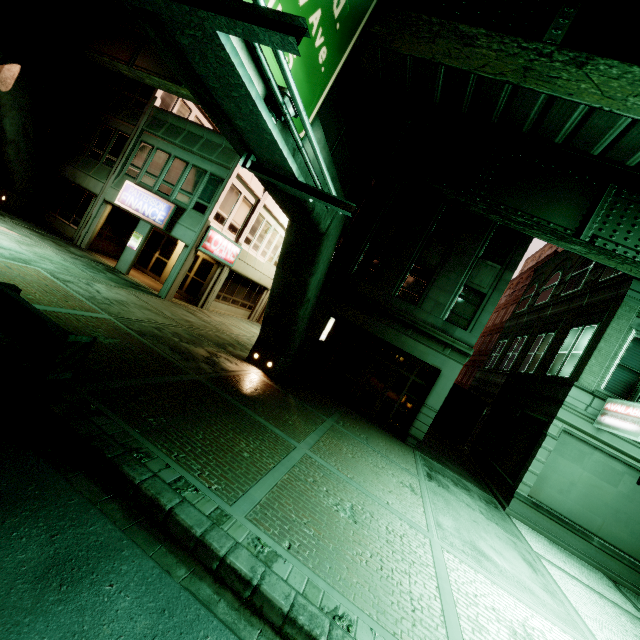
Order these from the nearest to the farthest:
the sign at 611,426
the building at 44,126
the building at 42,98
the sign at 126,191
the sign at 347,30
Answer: the sign at 347,30
the sign at 611,426
the sign at 126,191
the building at 42,98
the building at 44,126

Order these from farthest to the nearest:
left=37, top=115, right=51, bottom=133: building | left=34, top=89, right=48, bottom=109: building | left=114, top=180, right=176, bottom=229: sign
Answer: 1. left=37, top=115, right=51, bottom=133: building
2. left=34, top=89, right=48, bottom=109: building
3. left=114, top=180, right=176, bottom=229: sign

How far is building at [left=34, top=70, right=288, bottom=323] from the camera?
16.83m

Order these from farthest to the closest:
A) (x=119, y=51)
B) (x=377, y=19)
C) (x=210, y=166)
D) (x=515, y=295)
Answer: (x=515, y=295) < (x=210, y=166) < (x=119, y=51) < (x=377, y=19)

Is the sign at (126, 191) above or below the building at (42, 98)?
below

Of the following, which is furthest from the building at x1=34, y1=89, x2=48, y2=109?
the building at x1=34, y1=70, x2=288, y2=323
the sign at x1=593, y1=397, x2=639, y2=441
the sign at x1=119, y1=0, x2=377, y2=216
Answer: the sign at x1=593, y1=397, x2=639, y2=441

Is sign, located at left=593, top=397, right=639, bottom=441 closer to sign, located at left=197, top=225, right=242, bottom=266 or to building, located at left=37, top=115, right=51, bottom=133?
sign, located at left=197, top=225, right=242, bottom=266

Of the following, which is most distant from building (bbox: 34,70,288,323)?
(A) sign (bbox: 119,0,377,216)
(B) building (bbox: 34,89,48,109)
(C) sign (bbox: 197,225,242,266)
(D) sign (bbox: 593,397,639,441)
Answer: (A) sign (bbox: 119,0,377,216)
